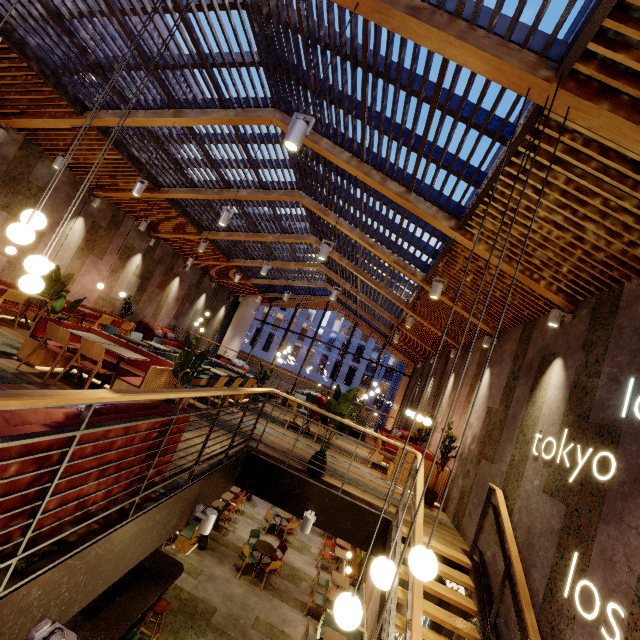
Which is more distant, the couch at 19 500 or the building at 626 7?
the building at 626 7

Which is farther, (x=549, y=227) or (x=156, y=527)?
(x=549, y=227)

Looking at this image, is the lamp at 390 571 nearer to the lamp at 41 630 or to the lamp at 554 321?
the lamp at 41 630

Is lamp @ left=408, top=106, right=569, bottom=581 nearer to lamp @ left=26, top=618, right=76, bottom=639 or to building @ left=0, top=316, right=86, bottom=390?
building @ left=0, top=316, right=86, bottom=390

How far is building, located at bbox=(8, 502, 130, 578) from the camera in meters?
1.9 m

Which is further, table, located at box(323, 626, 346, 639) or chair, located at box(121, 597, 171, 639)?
table, located at box(323, 626, 346, 639)

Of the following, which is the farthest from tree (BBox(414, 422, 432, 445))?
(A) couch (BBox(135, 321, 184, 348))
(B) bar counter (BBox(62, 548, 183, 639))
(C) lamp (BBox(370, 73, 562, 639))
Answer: (A) couch (BBox(135, 321, 184, 348))

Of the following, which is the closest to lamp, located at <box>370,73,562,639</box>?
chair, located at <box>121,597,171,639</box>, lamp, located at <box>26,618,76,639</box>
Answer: lamp, located at <box>26,618,76,639</box>
